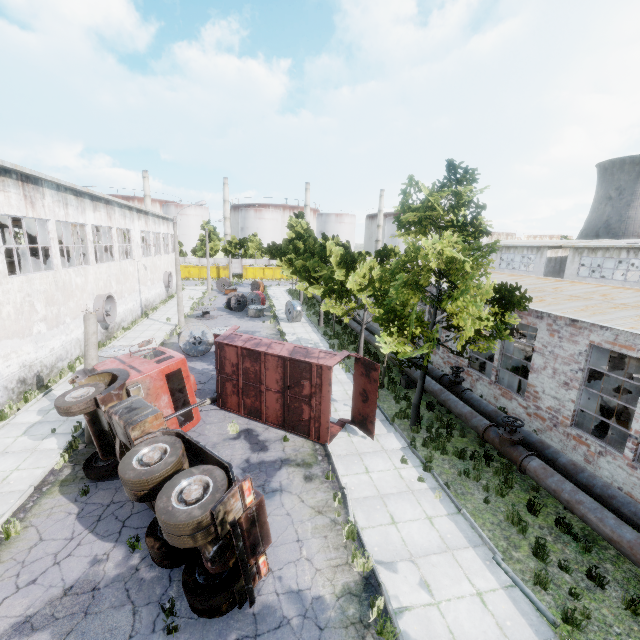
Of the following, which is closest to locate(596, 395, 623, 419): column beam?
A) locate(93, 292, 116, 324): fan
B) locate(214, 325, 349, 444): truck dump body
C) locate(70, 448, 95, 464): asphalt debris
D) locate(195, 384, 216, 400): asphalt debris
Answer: locate(214, 325, 349, 444): truck dump body

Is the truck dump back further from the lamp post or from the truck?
the lamp post

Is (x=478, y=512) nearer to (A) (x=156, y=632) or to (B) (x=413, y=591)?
(B) (x=413, y=591)

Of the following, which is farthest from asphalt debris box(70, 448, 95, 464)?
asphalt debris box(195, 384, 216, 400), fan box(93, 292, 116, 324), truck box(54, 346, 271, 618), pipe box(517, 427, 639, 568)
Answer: pipe box(517, 427, 639, 568)

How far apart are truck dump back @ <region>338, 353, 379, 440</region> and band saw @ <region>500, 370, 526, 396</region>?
7.4 meters

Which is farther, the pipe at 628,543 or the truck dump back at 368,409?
the truck dump back at 368,409

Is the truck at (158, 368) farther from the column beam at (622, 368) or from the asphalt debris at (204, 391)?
the column beam at (622, 368)

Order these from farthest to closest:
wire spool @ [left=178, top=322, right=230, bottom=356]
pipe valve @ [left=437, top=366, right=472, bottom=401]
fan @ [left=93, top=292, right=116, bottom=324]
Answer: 1. fan @ [left=93, top=292, right=116, bottom=324]
2. wire spool @ [left=178, top=322, right=230, bottom=356]
3. pipe valve @ [left=437, top=366, right=472, bottom=401]
